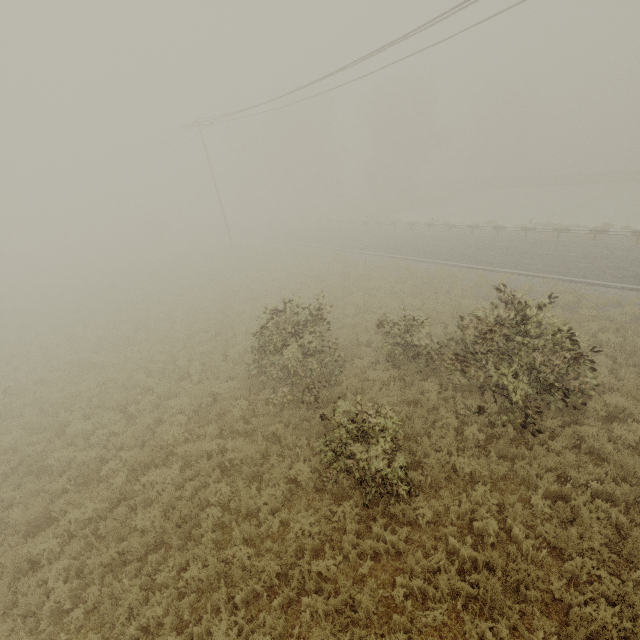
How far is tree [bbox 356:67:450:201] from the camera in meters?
43.9

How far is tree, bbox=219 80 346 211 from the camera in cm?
4775

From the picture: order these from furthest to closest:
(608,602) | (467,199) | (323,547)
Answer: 1. (467,199)
2. (323,547)
3. (608,602)

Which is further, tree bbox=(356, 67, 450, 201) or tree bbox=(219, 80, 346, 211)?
tree bbox=(219, 80, 346, 211)

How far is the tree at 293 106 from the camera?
47.75m

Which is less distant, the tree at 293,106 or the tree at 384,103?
the tree at 384,103
